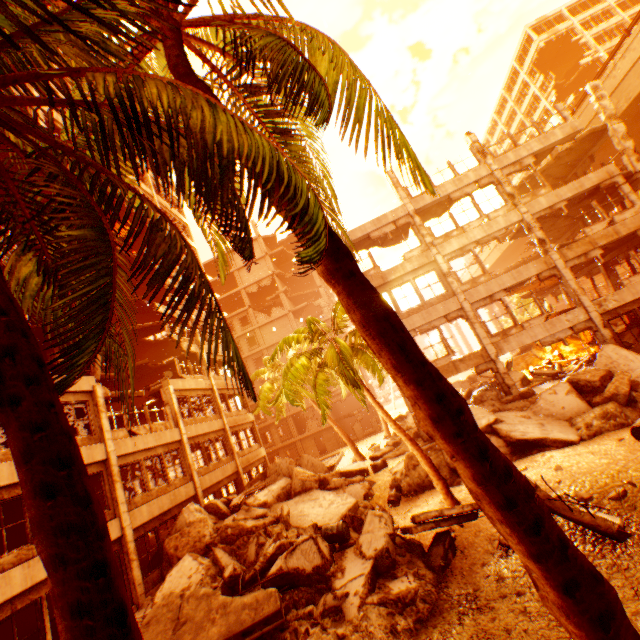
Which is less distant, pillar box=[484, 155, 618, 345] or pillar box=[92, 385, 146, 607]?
pillar box=[92, 385, 146, 607]

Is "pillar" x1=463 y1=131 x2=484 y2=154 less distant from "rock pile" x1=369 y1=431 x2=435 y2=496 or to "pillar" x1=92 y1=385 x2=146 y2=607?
"rock pile" x1=369 y1=431 x2=435 y2=496

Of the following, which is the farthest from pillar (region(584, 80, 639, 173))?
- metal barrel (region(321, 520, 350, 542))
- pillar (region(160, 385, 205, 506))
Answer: pillar (region(160, 385, 205, 506))

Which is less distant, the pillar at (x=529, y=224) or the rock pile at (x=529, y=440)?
the rock pile at (x=529, y=440)

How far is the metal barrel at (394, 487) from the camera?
13.79m

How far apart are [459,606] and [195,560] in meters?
8.9 m

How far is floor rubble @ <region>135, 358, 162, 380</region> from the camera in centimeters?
2297cm

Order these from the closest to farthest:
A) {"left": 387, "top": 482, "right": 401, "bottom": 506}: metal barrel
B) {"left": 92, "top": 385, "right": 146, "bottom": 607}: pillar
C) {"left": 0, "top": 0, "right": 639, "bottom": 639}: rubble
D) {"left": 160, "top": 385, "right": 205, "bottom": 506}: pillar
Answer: {"left": 0, "top": 0, "right": 639, "bottom": 639}: rubble → {"left": 92, "top": 385, "right": 146, "bottom": 607}: pillar → {"left": 387, "top": 482, "right": 401, "bottom": 506}: metal barrel → {"left": 160, "top": 385, "right": 205, "bottom": 506}: pillar
